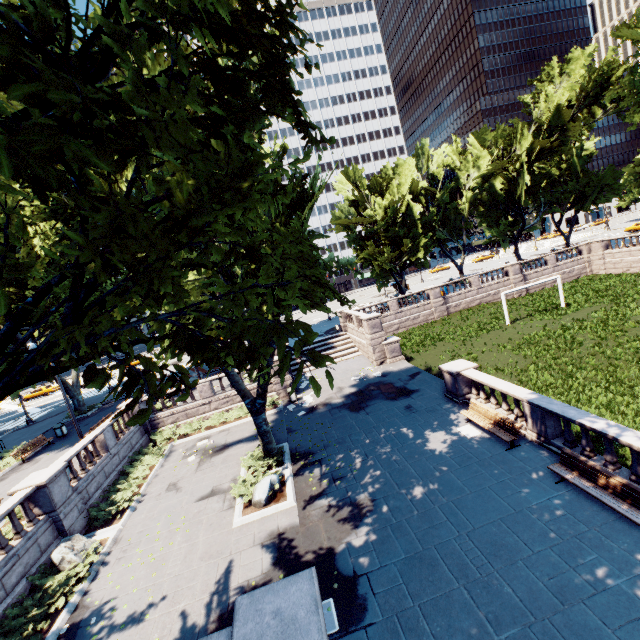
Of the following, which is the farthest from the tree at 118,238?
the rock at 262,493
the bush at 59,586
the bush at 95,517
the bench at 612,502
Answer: the bench at 612,502

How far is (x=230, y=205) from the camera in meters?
5.0

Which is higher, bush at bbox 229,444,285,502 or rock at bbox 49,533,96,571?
rock at bbox 49,533,96,571

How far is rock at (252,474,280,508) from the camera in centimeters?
1252cm

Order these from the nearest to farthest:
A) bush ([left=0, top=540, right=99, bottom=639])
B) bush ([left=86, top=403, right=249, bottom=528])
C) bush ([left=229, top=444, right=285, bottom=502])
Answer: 1. bush ([left=0, top=540, right=99, bottom=639])
2. bush ([left=229, top=444, right=285, bottom=502])
3. bush ([left=86, top=403, right=249, bottom=528])

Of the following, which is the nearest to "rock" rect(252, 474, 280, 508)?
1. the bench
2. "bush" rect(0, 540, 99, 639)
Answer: "bush" rect(0, 540, 99, 639)

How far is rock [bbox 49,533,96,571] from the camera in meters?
11.6

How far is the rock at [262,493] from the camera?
12.5 meters
